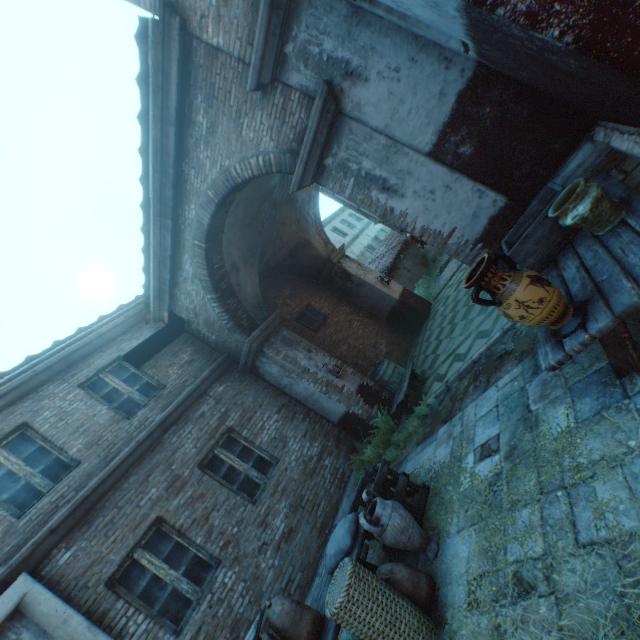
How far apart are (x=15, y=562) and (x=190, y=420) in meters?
3.0

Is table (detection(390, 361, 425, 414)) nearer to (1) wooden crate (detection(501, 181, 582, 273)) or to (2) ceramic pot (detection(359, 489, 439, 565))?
(2) ceramic pot (detection(359, 489, 439, 565))

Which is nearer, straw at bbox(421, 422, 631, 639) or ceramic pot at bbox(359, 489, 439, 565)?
straw at bbox(421, 422, 631, 639)

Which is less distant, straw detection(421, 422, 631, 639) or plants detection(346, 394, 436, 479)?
straw detection(421, 422, 631, 639)

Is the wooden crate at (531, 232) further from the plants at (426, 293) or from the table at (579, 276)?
the plants at (426, 293)

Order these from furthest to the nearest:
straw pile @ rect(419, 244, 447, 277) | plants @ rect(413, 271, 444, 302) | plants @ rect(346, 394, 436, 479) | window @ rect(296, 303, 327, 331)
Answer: straw pile @ rect(419, 244, 447, 277) < plants @ rect(413, 271, 444, 302) < window @ rect(296, 303, 327, 331) < plants @ rect(346, 394, 436, 479)

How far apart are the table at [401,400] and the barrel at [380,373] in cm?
11

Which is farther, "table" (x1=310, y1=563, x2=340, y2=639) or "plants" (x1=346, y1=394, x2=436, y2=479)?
"plants" (x1=346, y1=394, x2=436, y2=479)
